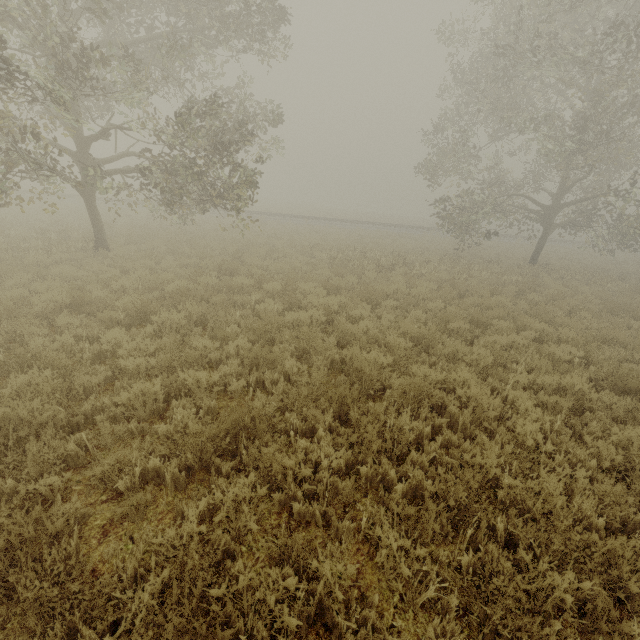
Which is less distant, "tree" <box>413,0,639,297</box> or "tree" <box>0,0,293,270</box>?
"tree" <box>0,0,293,270</box>

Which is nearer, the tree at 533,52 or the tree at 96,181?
the tree at 96,181

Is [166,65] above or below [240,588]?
above
